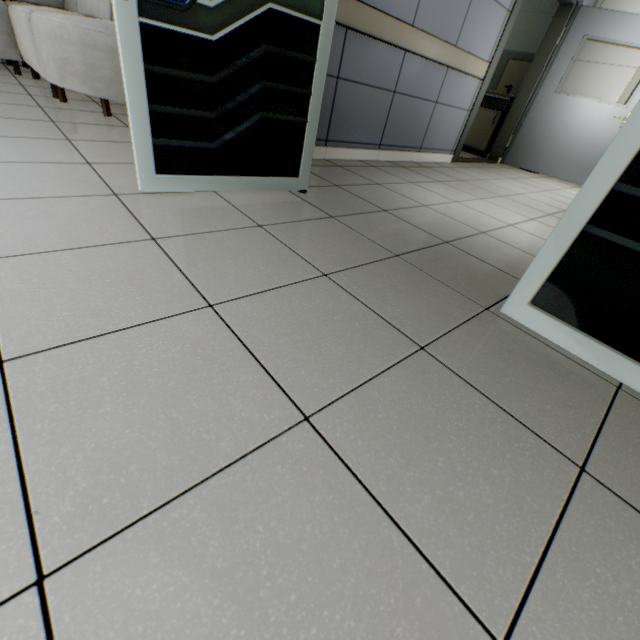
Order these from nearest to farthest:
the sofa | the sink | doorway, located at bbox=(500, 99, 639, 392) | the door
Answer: doorway, located at bbox=(500, 99, 639, 392)
the sofa
the door
the sink

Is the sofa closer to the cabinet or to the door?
the door

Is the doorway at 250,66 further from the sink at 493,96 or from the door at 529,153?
the sink at 493,96

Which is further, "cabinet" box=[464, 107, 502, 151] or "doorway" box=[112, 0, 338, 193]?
"cabinet" box=[464, 107, 502, 151]

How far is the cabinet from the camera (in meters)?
5.61

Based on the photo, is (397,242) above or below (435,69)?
below

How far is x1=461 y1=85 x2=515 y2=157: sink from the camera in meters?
5.5

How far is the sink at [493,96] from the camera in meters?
5.5 m
